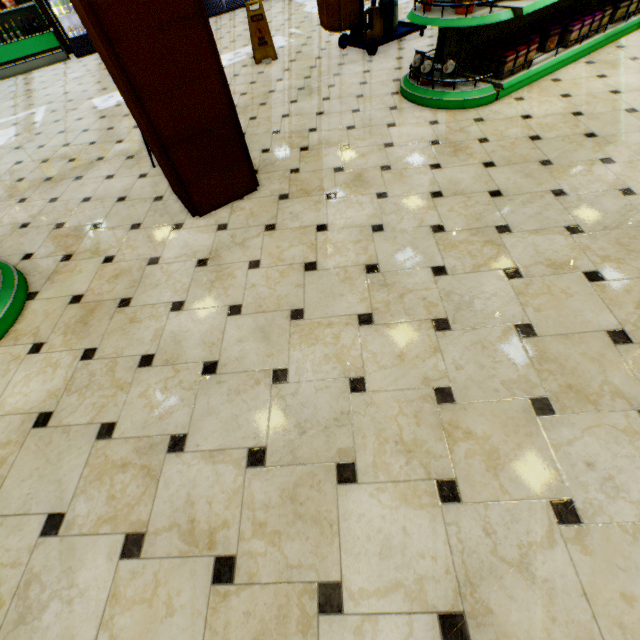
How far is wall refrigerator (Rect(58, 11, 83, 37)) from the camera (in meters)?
7.41

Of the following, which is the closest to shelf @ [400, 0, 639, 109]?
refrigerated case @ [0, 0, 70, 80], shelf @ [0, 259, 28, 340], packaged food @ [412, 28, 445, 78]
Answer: packaged food @ [412, 28, 445, 78]

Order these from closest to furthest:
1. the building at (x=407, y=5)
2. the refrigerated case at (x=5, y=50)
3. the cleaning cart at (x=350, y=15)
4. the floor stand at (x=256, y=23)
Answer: the cleaning cart at (x=350, y=15) → the floor stand at (x=256, y=23) → the building at (x=407, y=5) → the refrigerated case at (x=5, y=50)

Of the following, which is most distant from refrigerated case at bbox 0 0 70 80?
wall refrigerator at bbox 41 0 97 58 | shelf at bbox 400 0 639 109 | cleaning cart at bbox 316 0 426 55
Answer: shelf at bbox 400 0 639 109

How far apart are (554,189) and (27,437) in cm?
390

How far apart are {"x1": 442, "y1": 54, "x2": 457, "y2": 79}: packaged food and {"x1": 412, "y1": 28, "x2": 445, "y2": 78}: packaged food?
0.3 meters

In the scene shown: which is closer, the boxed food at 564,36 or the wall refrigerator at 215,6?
the boxed food at 564,36

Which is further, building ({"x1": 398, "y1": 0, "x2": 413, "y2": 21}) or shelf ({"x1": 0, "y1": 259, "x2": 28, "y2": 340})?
building ({"x1": 398, "y1": 0, "x2": 413, "y2": 21})
